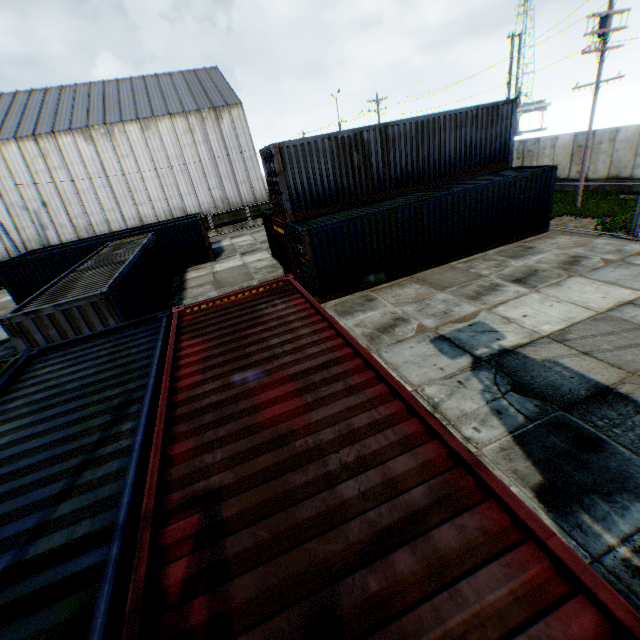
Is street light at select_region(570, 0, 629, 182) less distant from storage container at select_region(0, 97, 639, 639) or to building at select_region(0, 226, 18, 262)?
building at select_region(0, 226, 18, 262)

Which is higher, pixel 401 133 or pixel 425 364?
pixel 401 133

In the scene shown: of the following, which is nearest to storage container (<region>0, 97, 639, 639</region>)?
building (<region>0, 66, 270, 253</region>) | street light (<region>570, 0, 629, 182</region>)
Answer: street light (<region>570, 0, 629, 182</region>)

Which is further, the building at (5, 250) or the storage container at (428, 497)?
the building at (5, 250)

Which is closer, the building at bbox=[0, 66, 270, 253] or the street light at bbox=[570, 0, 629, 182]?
the street light at bbox=[570, 0, 629, 182]

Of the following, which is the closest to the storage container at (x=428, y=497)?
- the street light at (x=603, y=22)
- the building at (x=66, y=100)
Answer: the street light at (x=603, y=22)
